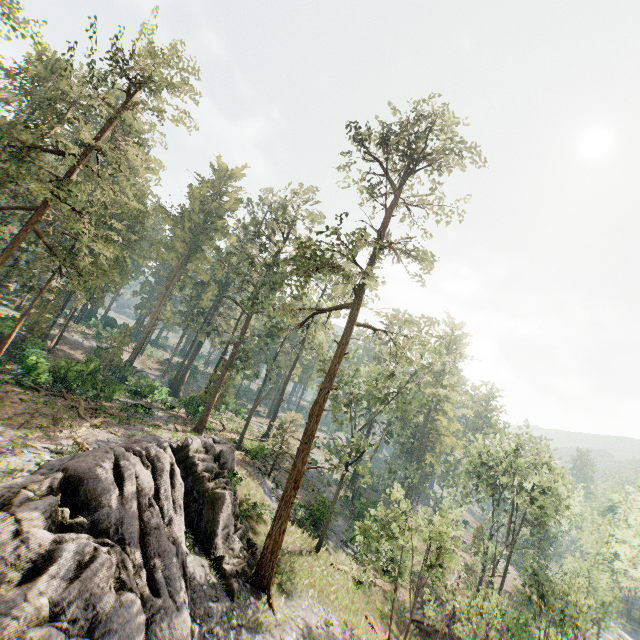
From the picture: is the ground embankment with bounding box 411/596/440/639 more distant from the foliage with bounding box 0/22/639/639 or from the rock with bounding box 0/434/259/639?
the rock with bounding box 0/434/259/639

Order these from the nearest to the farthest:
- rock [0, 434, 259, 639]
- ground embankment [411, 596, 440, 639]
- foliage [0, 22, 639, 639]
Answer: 1. rock [0, 434, 259, 639]
2. foliage [0, 22, 639, 639]
3. ground embankment [411, 596, 440, 639]

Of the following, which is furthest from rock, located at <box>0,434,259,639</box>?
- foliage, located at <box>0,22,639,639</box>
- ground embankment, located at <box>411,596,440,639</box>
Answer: ground embankment, located at <box>411,596,440,639</box>

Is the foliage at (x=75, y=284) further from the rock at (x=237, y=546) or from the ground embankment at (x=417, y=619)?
the ground embankment at (x=417, y=619)

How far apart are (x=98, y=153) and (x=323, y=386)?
21.7 meters
